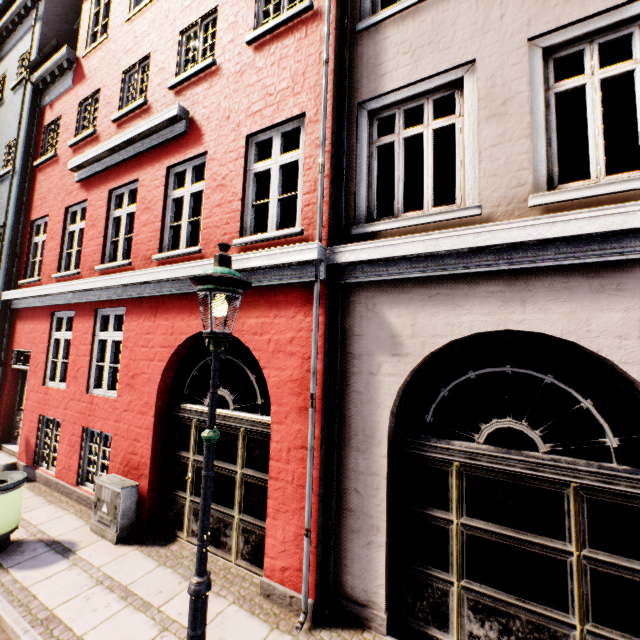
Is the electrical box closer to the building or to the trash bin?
the building

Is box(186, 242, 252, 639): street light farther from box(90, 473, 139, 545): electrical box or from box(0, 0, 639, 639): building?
box(90, 473, 139, 545): electrical box

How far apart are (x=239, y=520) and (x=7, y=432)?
8.19m

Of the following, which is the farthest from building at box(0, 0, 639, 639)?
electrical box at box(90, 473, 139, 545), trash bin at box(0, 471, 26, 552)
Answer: trash bin at box(0, 471, 26, 552)

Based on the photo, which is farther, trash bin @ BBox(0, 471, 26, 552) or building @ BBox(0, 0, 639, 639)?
trash bin @ BBox(0, 471, 26, 552)

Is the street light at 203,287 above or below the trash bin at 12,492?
above

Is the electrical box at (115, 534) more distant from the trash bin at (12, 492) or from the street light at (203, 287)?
the street light at (203, 287)
